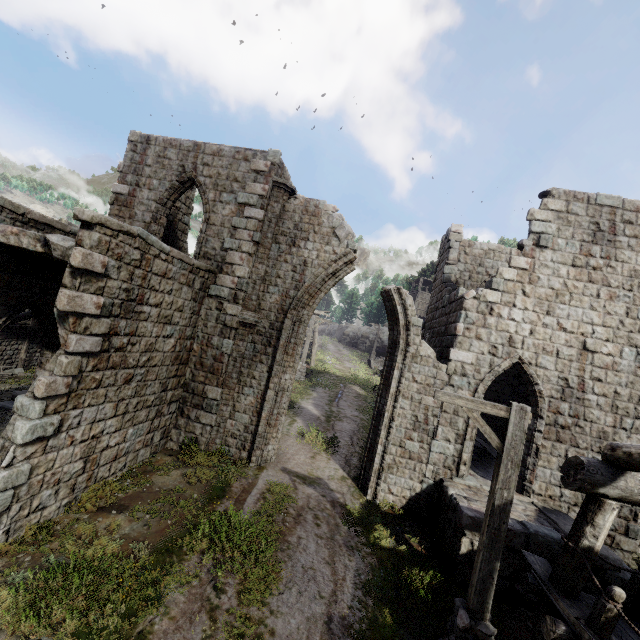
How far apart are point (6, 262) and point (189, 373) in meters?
5.5

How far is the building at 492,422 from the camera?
14.99m

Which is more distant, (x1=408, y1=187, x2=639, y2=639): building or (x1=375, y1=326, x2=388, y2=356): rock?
(x1=375, y1=326, x2=388, y2=356): rock

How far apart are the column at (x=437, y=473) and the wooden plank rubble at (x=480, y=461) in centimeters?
115cm

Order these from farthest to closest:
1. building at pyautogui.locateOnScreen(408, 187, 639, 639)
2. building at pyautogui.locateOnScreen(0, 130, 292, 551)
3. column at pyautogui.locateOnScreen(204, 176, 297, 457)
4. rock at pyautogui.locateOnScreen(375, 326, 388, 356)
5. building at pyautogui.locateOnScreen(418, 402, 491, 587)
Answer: rock at pyautogui.locateOnScreen(375, 326, 388, 356) → column at pyautogui.locateOnScreen(204, 176, 297, 457) → building at pyautogui.locateOnScreen(418, 402, 491, 587) → building at pyautogui.locateOnScreen(0, 130, 292, 551) → building at pyautogui.locateOnScreen(408, 187, 639, 639)

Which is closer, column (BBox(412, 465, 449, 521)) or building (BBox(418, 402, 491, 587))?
building (BBox(418, 402, 491, 587))

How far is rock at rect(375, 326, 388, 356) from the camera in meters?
45.5 m

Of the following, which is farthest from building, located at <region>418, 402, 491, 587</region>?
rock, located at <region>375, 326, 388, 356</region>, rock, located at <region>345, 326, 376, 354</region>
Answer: rock, located at <region>375, 326, 388, 356</region>
